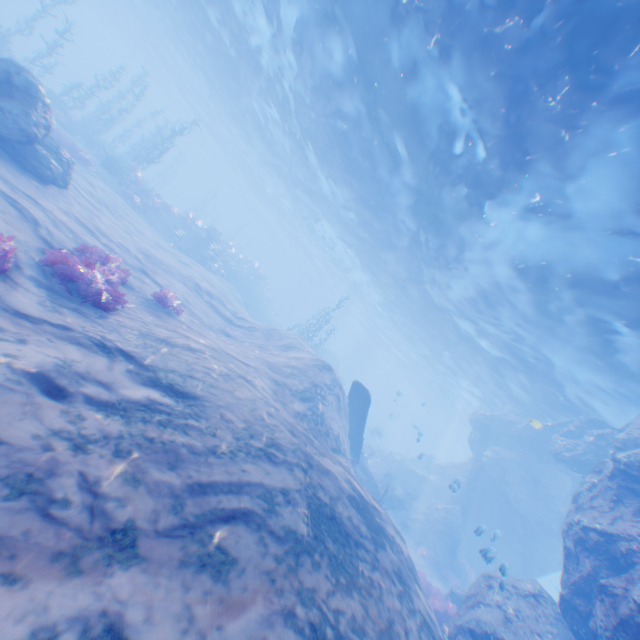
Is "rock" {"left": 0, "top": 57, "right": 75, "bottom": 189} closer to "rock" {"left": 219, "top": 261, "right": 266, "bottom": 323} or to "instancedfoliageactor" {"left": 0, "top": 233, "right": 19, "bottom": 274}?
"instancedfoliageactor" {"left": 0, "top": 233, "right": 19, "bottom": 274}

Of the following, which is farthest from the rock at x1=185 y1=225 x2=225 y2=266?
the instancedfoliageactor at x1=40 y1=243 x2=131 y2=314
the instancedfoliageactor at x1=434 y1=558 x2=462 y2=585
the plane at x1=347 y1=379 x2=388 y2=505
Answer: the instancedfoliageactor at x1=434 y1=558 x2=462 y2=585

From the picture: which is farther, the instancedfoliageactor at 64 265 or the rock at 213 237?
the rock at 213 237

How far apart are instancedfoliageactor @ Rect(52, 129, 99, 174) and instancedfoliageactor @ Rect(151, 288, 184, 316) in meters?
14.0

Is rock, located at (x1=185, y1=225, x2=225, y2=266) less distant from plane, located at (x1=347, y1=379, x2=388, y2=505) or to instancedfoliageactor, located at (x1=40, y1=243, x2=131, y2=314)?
plane, located at (x1=347, y1=379, x2=388, y2=505)

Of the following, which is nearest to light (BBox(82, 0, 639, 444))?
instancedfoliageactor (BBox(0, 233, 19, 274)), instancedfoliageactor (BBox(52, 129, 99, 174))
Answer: instancedfoliageactor (BBox(0, 233, 19, 274))

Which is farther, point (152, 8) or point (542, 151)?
point (152, 8)

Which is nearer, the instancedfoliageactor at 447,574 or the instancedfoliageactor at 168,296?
the instancedfoliageactor at 168,296
